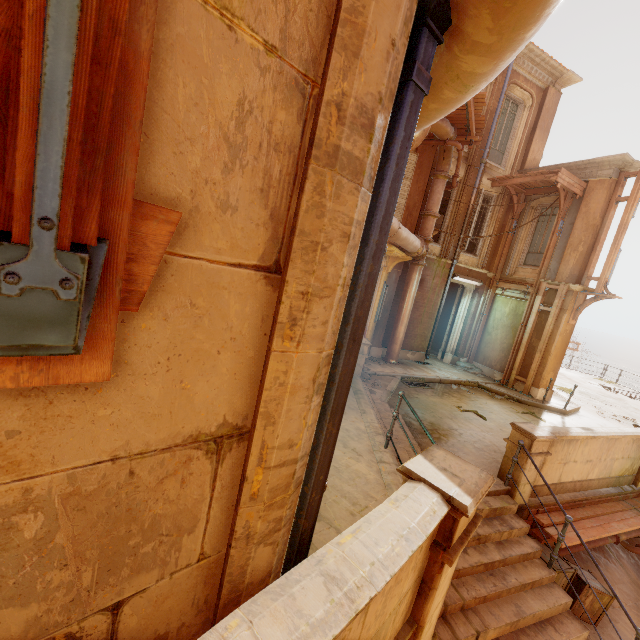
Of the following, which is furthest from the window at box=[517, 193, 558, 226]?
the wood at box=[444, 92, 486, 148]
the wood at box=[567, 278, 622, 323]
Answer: the wood at box=[444, 92, 486, 148]

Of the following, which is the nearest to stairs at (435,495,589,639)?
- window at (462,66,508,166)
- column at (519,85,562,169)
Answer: window at (462,66,508,166)

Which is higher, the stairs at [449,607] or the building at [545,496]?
the building at [545,496]

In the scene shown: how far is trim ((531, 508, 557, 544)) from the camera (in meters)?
5.97

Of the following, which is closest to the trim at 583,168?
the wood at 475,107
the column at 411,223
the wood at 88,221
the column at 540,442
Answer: the wood at 475,107

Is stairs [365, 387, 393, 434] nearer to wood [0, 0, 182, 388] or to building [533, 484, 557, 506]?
building [533, 484, 557, 506]

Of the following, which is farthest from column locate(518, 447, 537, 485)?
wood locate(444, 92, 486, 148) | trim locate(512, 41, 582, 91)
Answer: trim locate(512, 41, 582, 91)

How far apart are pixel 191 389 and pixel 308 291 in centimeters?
56cm
